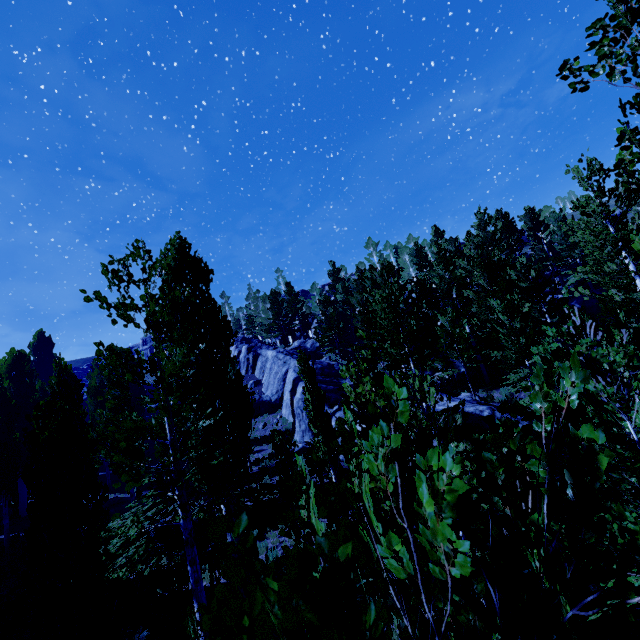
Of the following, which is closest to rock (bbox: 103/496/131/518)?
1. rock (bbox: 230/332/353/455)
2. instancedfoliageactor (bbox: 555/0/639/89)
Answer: instancedfoliageactor (bbox: 555/0/639/89)

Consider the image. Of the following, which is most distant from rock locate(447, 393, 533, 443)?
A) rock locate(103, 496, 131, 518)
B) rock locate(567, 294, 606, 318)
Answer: rock locate(103, 496, 131, 518)

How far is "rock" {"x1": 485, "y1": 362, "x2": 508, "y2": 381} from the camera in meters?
25.2 m

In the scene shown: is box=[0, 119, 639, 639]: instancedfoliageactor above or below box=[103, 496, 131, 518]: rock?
above

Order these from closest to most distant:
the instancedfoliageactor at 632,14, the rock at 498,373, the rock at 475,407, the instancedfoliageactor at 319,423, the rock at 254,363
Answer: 1. the instancedfoliageactor at 319,423
2. the instancedfoliageactor at 632,14
3. the rock at 475,407
4. the rock at 498,373
5. the rock at 254,363

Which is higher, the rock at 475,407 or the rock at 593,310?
the rock at 593,310

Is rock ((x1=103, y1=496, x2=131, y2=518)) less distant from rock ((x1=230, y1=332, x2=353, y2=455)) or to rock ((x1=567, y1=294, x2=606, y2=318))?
rock ((x1=230, y1=332, x2=353, y2=455))

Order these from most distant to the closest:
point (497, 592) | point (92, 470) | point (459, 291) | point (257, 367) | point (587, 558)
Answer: point (257, 367) < point (459, 291) < point (92, 470) < point (587, 558) < point (497, 592)
